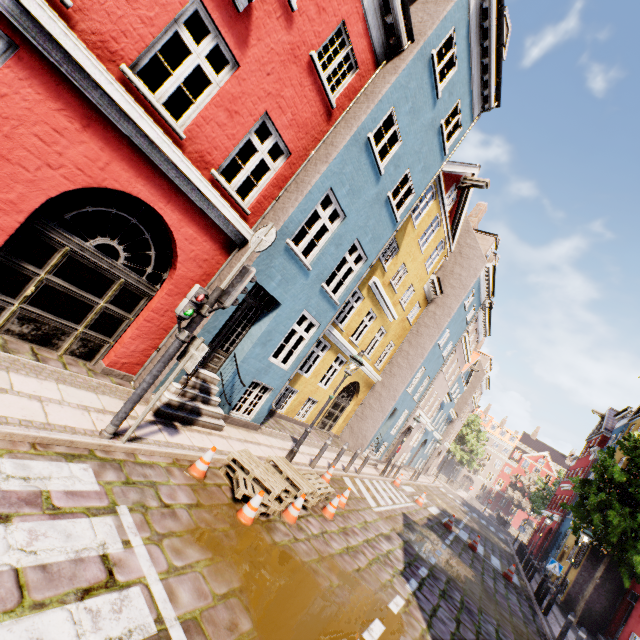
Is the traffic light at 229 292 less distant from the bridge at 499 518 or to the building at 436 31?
the building at 436 31

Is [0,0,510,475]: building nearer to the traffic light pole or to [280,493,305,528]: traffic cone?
the traffic light pole

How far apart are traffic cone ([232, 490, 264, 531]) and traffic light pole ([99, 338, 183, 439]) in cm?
231

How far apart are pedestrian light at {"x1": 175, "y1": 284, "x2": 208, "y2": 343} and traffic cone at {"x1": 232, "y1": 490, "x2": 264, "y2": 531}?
2.81m

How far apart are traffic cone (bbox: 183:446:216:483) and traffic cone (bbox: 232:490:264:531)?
0.69m

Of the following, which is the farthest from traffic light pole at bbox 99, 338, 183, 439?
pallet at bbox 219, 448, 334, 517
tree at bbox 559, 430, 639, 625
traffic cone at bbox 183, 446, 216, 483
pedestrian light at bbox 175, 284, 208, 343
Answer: tree at bbox 559, 430, 639, 625

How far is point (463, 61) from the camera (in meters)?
9.62

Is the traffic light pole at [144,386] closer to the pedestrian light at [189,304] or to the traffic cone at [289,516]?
the pedestrian light at [189,304]
